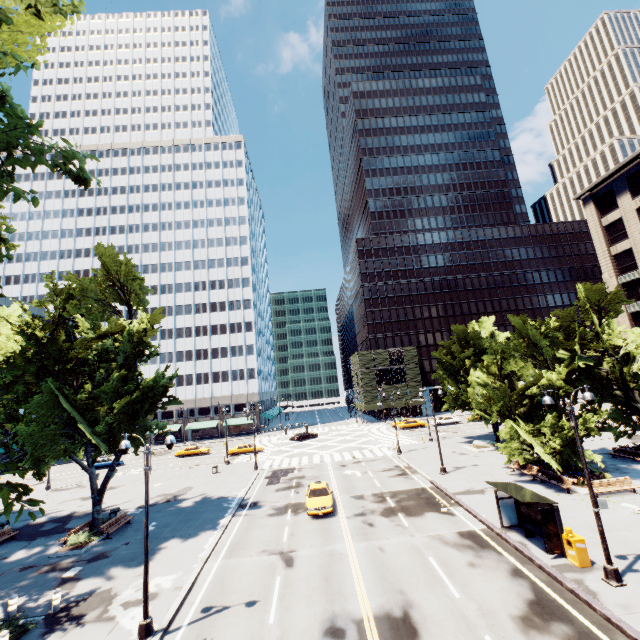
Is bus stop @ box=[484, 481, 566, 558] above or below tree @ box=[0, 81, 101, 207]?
below

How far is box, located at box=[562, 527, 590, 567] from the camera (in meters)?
13.73

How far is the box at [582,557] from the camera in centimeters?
1373cm

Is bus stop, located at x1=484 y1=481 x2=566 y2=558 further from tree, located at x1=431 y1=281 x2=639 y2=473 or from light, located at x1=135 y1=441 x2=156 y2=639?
tree, located at x1=431 y1=281 x2=639 y2=473

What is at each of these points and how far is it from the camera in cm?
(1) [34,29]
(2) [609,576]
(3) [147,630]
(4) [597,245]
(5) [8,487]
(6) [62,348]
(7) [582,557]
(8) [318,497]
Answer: (1) tree, 866
(2) light, 1255
(3) light, 1208
(4) building, 4359
(5) tree, 517
(6) tree, 2180
(7) box, 1376
(8) vehicle, 2334

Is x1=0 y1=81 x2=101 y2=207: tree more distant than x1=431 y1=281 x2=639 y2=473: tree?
No

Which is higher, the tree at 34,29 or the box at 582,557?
the tree at 34,29

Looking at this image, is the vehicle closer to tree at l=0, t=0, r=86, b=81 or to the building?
tree at l=0, t=0, r=86, b=81
